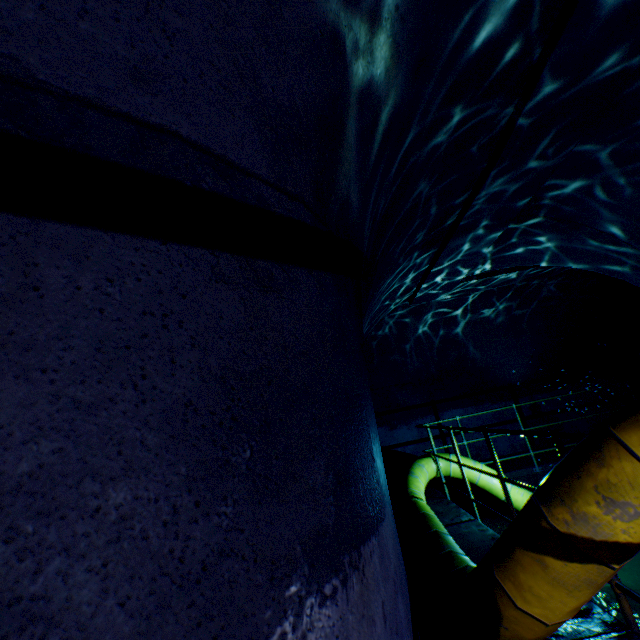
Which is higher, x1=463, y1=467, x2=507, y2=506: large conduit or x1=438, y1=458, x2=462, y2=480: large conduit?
x1=438, y1=458, x2=462, y2=480: large conduit

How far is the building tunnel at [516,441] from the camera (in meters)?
7.88

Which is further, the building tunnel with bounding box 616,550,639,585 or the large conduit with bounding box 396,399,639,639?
the building tunnel with bounding box 616,550,639,585

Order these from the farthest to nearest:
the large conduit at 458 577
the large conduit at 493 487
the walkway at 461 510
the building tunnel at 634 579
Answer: the large conduit at 493 487 → the building tunnel at 634 579 → the walkway at 461 510 → the large conduit at 458 577

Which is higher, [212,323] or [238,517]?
[212,323]

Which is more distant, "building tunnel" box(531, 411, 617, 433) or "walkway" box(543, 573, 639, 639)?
"building tunnel" box(531, 411, 617, 433)

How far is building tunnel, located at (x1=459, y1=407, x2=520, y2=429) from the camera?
8.1m
